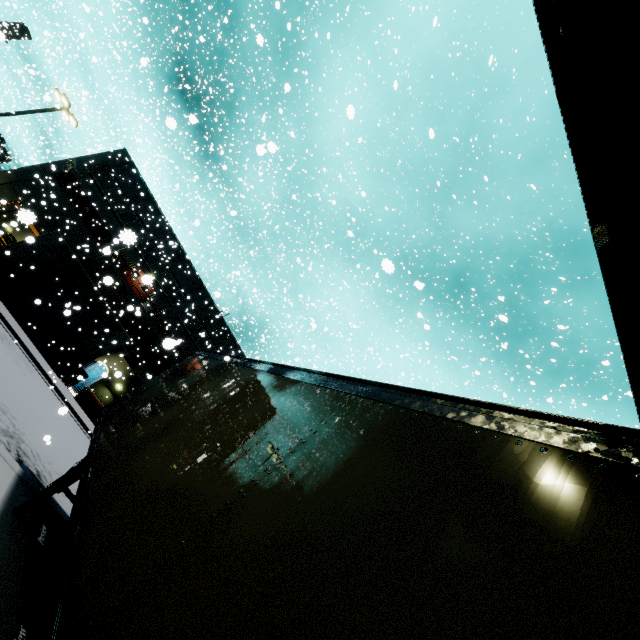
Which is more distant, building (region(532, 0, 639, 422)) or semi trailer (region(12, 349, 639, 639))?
building (region(532, 0, 639, 422))

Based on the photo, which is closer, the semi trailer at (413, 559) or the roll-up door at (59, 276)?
the semi trailer at (413, 559)

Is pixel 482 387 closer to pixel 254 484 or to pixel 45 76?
pixel 254 484

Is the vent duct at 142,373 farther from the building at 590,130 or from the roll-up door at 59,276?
the roll-up door at 59,276

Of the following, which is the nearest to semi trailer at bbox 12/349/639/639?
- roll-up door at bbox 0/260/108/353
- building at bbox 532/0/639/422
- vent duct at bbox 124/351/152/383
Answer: building at bbox 532/0/639/422

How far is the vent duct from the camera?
30.3m

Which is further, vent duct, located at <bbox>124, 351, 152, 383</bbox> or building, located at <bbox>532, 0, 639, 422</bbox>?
vent duct, located at <bbox>124, 351, 152, 383</bbox>
